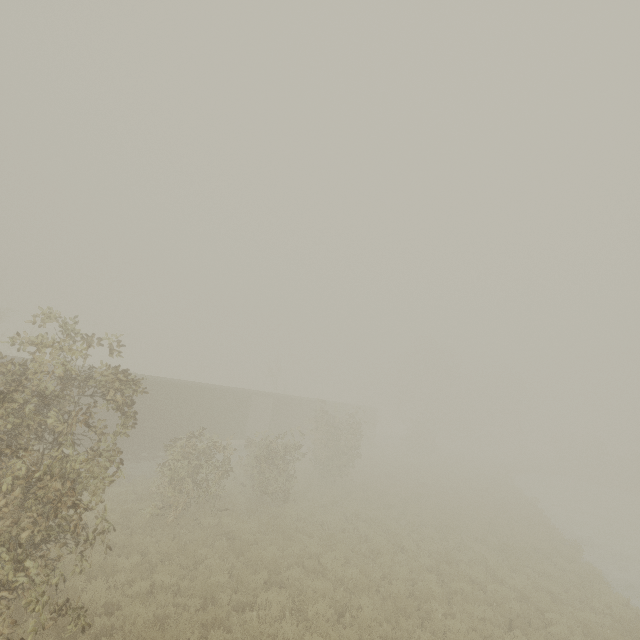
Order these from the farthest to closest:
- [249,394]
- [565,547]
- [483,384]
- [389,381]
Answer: [483,384] < [389,381] < [249,394] < [565,547]

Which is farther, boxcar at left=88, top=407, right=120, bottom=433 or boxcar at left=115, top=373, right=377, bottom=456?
boxcar at left=115, top=373, right=377, bottom=456

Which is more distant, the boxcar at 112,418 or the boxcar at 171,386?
the boxcar at 171,386

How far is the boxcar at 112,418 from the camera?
16.7 meters

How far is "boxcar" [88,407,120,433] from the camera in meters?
16.7 m
